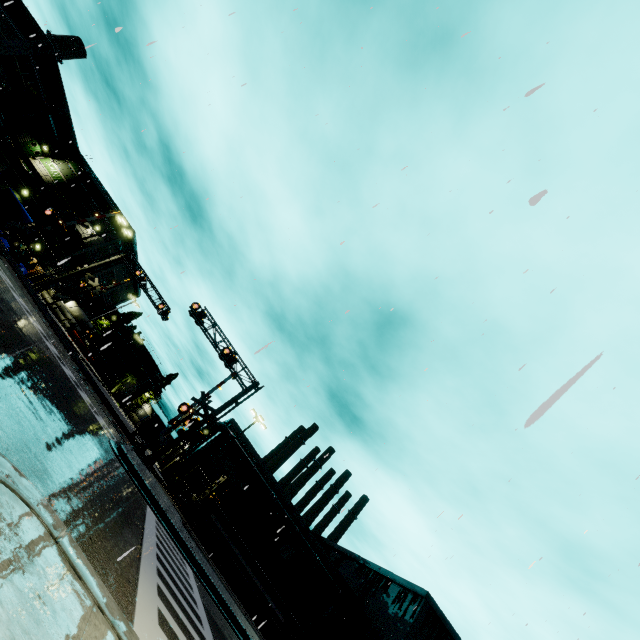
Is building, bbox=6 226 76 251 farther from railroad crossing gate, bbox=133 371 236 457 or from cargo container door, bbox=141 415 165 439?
cargo container door, bbox=141 415 165 439

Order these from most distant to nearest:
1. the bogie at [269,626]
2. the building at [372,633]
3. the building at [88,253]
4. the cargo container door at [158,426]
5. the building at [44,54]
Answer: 1. the building at [88,253]
2. the cargo container door at [158,426]
3. the building at [44,54]
4. the building at [372,633]
5. the bogie at [269,626]

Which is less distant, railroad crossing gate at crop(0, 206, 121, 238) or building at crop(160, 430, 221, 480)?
railroad crossing gate at crop(0, 206, 121, 238)

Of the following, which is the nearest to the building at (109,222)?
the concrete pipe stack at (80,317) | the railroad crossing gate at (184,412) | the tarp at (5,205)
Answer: the concrete pipe stack at (80,317)

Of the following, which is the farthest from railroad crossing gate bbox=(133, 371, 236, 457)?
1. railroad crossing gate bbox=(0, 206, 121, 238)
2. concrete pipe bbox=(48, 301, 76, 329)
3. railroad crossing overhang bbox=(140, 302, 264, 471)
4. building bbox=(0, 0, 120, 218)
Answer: Answer: railroad crossing gate bbox=(0, 206, 121, 238)

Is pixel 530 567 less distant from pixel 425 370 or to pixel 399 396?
pixel 425 370

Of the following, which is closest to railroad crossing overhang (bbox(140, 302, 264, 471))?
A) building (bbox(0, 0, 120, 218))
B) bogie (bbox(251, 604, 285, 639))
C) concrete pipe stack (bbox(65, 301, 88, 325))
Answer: building (bbox(0, 0, 120, 218))

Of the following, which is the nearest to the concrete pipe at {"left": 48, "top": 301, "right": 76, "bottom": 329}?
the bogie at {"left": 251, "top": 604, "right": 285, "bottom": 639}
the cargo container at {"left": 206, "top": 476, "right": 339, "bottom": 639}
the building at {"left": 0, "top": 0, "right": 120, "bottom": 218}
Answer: the building at {"left": 0, "top": 0, "right": 120, "bottom": 218}
